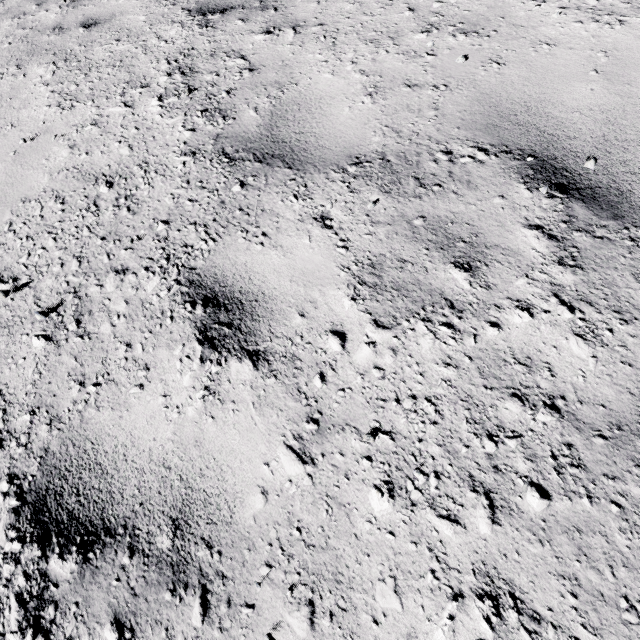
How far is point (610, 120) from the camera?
1.8m
